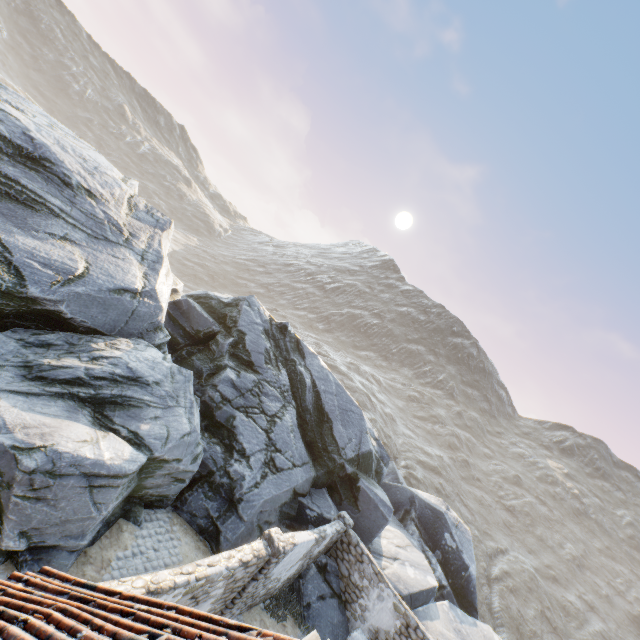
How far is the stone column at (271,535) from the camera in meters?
8.6 m

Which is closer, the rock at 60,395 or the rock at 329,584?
the rock at 60,395

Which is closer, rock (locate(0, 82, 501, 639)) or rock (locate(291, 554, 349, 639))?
rock (locate(0, 82, 501, 639))

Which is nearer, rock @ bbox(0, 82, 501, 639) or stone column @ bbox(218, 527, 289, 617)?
rock @ bbox(0, 82, 501, 639)

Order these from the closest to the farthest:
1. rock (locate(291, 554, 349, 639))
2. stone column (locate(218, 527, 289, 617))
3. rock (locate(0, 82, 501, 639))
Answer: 1. rock (locate(0, 82, 501, 639))
2. stone column (locate(218, 527, 289, 617))
3. rock (locate(291, 554, 349, 639))

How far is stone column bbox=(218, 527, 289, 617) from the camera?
8.60m

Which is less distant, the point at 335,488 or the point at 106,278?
the point at 106,278
